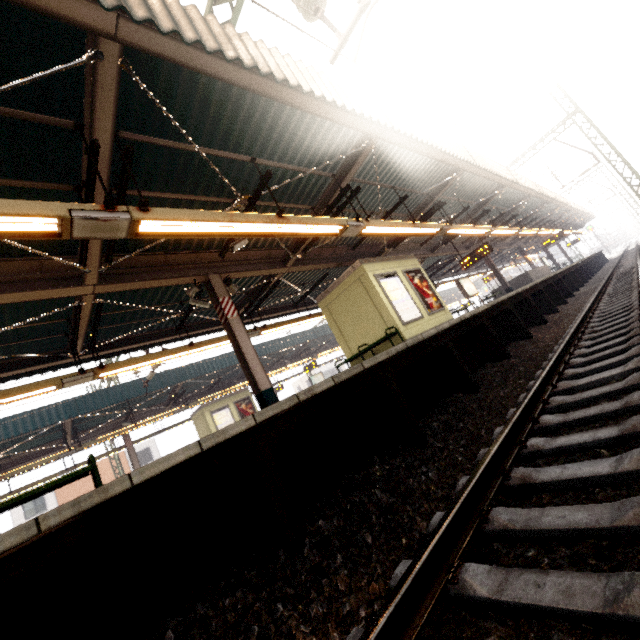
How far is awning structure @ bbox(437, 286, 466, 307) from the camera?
39.7m

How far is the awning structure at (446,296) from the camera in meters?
39.7 m

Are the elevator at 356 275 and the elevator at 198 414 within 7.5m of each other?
no

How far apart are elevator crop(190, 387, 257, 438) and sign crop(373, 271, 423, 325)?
15.0m

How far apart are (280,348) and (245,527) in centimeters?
1825cm

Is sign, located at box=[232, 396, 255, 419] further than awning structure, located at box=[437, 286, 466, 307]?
No

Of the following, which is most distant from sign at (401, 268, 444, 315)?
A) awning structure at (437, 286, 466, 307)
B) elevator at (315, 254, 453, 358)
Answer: awning structure at (437, 286, 466, 307)

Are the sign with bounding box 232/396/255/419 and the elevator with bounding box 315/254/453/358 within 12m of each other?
no
